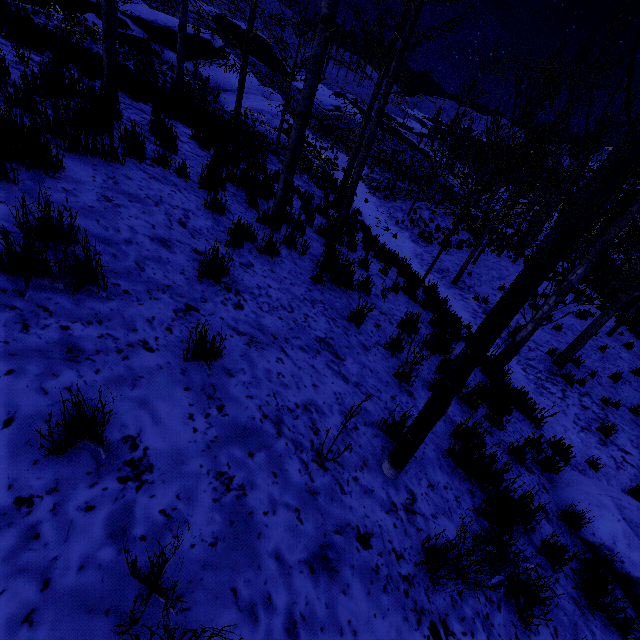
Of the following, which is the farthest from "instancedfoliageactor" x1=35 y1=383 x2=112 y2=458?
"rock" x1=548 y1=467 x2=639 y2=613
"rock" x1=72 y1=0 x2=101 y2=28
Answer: "rock" x1=72 y1=0 x2=101 y2=28

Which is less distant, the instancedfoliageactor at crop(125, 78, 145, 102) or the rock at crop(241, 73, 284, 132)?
the instancedfoliageactor at crop(125, 78, 145, 102)

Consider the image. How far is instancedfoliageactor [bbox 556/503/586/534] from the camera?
3.5m

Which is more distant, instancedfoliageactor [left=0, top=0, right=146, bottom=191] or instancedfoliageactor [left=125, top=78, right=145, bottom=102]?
instancedfoliageactor [left=125, top=78, right=145, bottom=102]

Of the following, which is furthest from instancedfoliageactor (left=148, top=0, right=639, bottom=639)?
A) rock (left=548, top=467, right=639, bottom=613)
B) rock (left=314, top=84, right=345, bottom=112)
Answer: rock (left=314, top=84, right=345, bottom=112)

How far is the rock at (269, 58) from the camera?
44.2 meters

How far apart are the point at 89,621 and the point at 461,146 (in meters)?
9.95

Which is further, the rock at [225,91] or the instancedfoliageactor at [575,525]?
the rock at [225,91]
